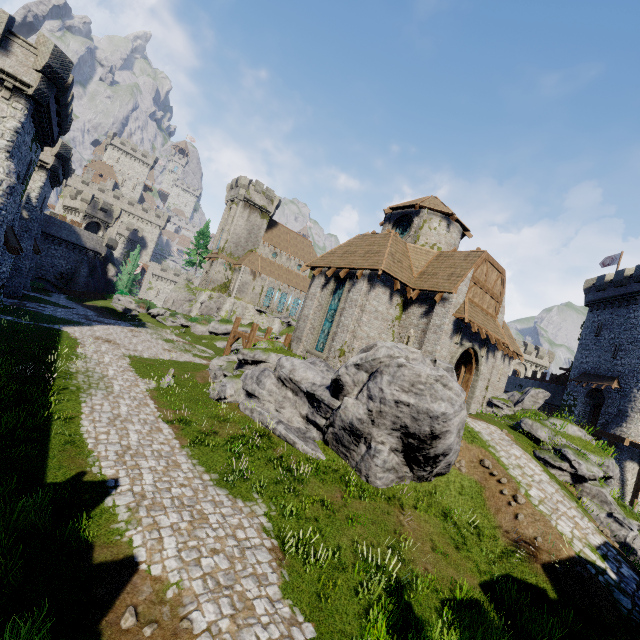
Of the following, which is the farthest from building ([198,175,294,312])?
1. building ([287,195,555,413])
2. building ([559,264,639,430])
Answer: building ([559,264,639,430])

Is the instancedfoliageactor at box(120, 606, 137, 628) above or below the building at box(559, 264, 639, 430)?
below

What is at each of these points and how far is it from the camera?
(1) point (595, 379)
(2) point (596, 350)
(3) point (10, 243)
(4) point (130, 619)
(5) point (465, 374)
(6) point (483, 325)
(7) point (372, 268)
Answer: (1) awning, 33.5 meters
(2) building, 35.2 meters
(3) awning, 21.7 meters
(4) instancedfoliageactor, 5.6 meters
(5) double door, 19.8 meters
(6) awning, 17.9 meters
(7) building, 17.1 meters

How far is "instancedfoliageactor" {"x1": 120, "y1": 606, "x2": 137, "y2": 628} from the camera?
5.50m

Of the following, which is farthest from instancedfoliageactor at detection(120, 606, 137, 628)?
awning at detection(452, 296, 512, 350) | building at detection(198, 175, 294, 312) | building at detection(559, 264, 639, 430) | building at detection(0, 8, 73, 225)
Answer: building at detection(198, 175, 294, 312)

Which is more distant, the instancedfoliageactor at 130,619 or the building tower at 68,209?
the building tower at 68,209

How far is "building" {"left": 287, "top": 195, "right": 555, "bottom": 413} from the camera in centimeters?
1730cm

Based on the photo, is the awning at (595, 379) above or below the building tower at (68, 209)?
below
